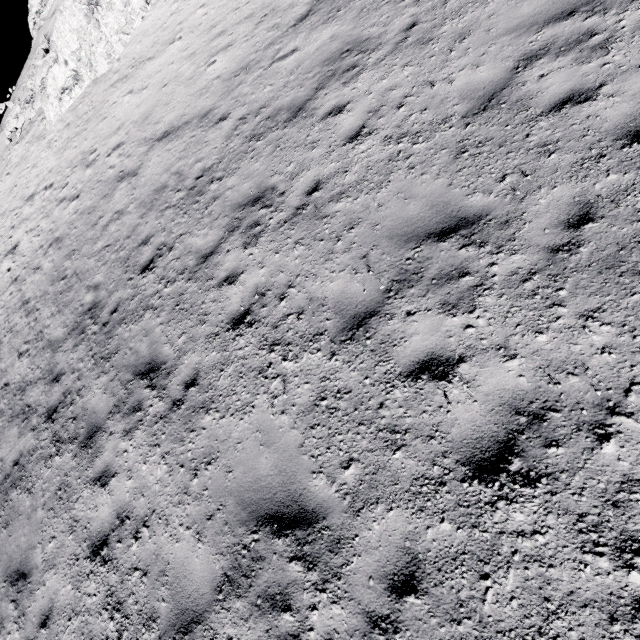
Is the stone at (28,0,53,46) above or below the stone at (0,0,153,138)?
above

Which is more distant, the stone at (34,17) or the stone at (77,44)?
the stone at (34,17)

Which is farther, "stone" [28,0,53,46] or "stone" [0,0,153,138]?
"stone" [28,0,53,46]

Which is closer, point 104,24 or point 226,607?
point 226,607

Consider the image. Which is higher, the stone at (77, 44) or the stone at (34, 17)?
the stone at (34, 17)
